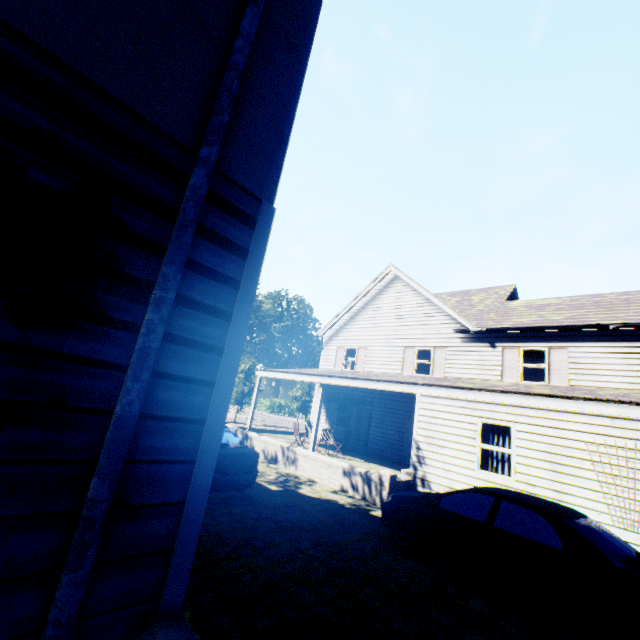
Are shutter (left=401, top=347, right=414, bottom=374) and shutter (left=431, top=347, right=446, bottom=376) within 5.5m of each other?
yes

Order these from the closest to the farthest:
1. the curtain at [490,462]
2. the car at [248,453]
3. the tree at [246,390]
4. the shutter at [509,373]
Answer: the car at [248,453]
the curtain at [490,462]
the shutter at [509,373]
the tree at [246,390]

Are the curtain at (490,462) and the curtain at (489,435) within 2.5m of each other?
yes

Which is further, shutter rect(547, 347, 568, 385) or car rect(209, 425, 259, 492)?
shutter rect(547, 347, 568, 385)

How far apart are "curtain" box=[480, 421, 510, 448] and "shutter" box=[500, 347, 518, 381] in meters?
5.1

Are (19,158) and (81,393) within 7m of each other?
yes

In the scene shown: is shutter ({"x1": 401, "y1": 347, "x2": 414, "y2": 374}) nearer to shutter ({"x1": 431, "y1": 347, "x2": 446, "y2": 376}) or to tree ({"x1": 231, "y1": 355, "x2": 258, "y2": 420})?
shutter ({"x1": 431, "y1": 347, "x2": 446, "y2": 376})

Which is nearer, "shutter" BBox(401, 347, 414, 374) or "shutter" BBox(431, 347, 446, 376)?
"shutter" BBox(431, 347, 446, 376)
